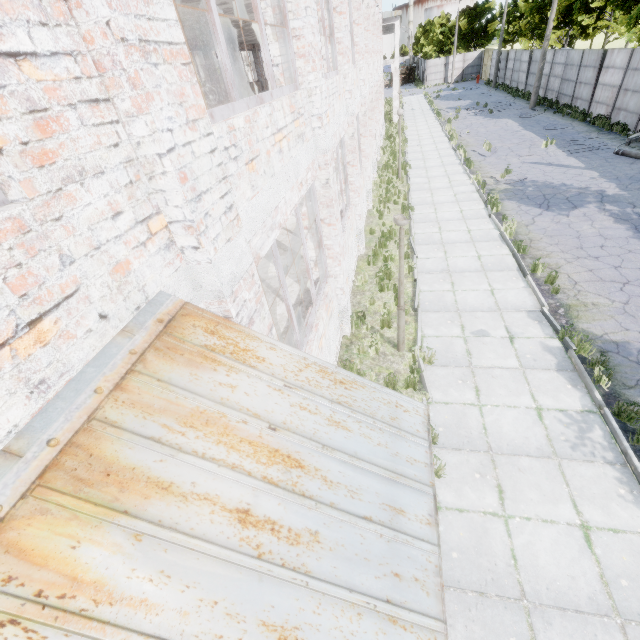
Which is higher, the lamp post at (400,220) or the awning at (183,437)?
the awning at (183,437)

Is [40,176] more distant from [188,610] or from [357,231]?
[357,231]

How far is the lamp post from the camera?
5.8m

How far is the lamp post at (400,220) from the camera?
5.8 meters

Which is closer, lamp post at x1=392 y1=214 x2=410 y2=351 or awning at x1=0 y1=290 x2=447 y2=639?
awning at x1=0 y1=290 x2=447 y2=639

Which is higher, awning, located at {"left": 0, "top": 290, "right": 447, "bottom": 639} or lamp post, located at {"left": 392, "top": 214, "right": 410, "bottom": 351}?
awning, located at {"left": 0, "top": 290, "right": 447, "bottom": 639}
